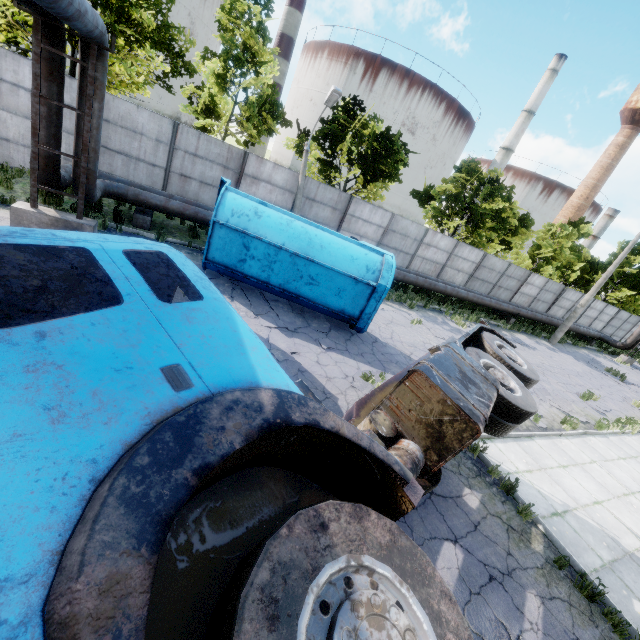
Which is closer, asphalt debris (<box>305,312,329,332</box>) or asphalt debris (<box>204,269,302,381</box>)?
asphalt debris (<box>204,269,302,381</box>)

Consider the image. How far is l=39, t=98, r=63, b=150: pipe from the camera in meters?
7.9

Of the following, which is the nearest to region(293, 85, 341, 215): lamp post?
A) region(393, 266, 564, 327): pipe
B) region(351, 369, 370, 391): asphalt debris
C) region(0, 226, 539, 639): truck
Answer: region(393, 266, 564, 327): pipe

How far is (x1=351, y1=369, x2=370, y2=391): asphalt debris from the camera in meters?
8.1 m

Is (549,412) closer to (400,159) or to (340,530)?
(340,530)

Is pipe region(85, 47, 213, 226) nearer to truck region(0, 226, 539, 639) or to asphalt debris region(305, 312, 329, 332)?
truck region(0, 226, 539, 639)

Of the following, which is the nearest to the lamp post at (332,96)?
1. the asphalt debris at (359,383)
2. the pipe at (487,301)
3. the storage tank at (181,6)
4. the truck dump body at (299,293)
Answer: the pipe at (487,301)

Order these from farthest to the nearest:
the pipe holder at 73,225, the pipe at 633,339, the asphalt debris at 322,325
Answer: Answer: the pipe at 633,339, the asphalt debris at 322,325, the pipe holder at 73,225
